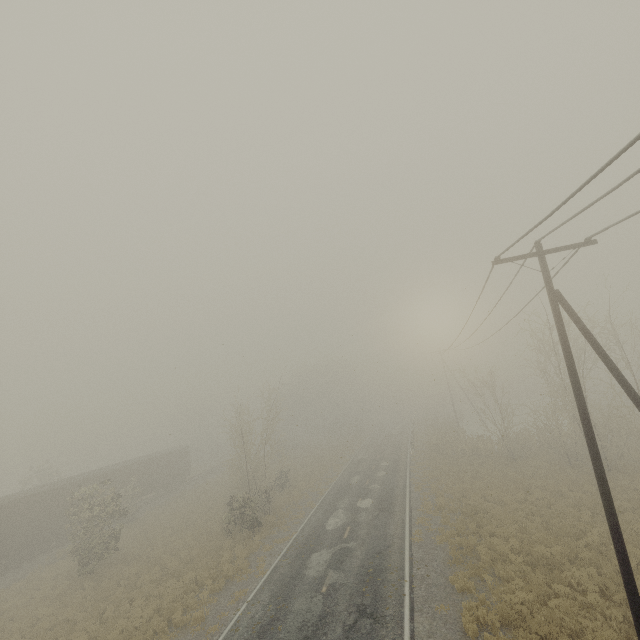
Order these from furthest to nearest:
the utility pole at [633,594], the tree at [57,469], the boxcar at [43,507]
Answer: the tree at [57,469]
the boxcar at [43,507]
the utility pole at [633,594]

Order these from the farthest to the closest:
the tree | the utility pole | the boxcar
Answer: the tree, the boxcar, the utility pole

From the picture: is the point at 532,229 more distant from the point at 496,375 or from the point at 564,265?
the point at 496,375

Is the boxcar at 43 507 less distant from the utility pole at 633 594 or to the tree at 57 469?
the tree at 57 469

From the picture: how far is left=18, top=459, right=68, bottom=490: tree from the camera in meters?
36.1

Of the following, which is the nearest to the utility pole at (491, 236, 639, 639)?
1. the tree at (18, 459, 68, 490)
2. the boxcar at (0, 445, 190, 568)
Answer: the boxcar at (0, 445, 190, 568)

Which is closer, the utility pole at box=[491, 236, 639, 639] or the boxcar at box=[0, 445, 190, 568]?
the utility pole at box=[491, 236, 639, 639]

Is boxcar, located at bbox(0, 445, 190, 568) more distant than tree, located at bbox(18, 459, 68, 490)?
No
